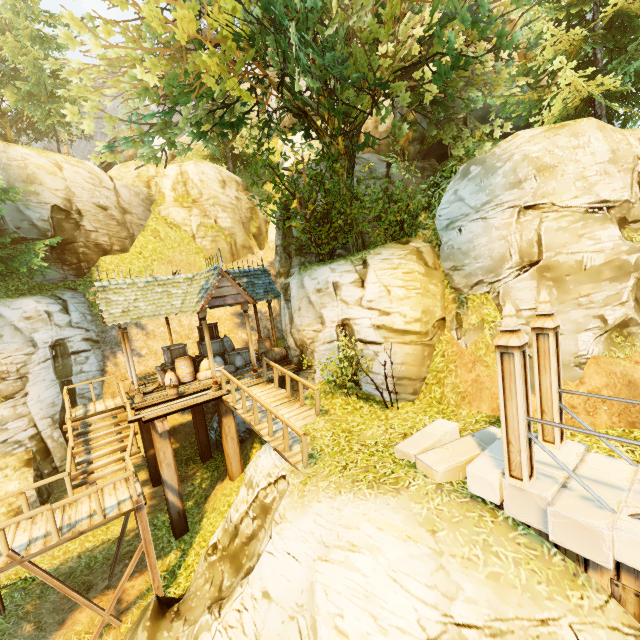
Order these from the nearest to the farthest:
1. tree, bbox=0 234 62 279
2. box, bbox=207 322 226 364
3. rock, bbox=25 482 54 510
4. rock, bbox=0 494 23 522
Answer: rock, bbox=0 494 23 522, rock, bbox=25 482 54 510, tree, bbox=0 234 62 279, box, bbox=207 322 226 364

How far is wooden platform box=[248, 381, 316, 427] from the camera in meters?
9.4 m

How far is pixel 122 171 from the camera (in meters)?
22.27

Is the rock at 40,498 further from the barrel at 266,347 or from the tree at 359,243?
the barrel at 266,347

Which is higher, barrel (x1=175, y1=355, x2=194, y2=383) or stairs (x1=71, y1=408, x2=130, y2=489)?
barrel (x1=175, y1=355, x2=194, y2=383)

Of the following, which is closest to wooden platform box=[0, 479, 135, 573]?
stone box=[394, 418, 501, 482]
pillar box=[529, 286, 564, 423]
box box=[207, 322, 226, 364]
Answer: box box=[207, 322, 226, 364]

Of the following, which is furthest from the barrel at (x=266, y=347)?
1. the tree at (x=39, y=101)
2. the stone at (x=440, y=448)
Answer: the stone at (x=440, y=448)

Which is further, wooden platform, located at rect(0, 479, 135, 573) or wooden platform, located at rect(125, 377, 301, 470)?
wooden platform, located at rect(125, 377, 301, 470)
